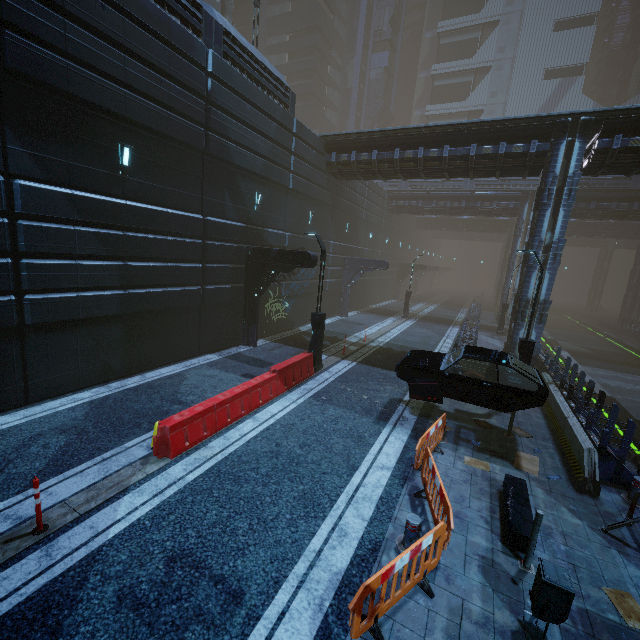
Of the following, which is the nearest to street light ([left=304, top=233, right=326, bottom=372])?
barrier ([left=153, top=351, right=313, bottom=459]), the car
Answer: barrier ([left=153, top=351, right=313, bottom=459])

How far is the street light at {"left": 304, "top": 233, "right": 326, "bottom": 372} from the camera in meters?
12.7 m

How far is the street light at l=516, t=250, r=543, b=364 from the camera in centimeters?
1118cm

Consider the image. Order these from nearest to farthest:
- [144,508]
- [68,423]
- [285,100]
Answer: [144,508], [68,423], [285,100]

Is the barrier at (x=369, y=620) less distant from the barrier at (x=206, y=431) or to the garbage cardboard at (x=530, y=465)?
the garbage cardboard at (x=530, y=465)

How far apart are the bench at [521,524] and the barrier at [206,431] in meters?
6.6

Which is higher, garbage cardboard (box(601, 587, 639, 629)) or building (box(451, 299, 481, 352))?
building (box(451, 299, 481, 352))

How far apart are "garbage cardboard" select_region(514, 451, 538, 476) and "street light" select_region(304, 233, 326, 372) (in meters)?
7.26
